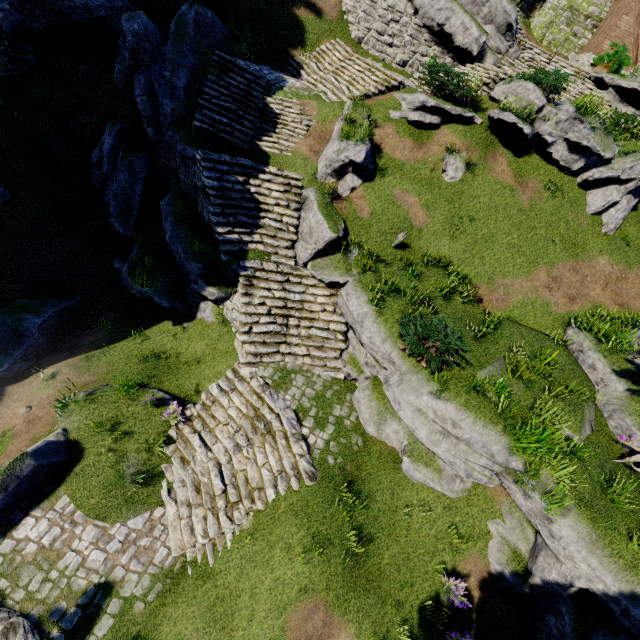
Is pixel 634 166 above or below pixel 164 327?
above

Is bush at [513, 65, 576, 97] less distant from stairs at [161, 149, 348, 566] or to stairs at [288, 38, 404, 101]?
stairs at [288, 38, 404, 101]

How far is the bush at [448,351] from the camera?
8.8m

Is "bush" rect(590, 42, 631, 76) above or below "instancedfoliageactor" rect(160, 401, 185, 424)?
above

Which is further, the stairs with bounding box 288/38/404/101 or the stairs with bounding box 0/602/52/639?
the stairs with bounding box 288/38/404/101

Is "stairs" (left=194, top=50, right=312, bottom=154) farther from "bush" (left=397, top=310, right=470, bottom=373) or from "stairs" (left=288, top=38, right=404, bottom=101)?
"bush" (left=397, top=310, right=470, bottom=373)

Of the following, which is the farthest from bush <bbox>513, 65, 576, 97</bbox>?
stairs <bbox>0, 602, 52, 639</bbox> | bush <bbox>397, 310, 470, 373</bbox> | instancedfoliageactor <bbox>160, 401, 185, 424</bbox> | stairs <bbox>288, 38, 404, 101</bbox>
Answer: stairs <bbox>0, 602, 52, 639</bbox>

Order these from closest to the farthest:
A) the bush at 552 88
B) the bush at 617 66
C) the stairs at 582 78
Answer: the bush at 552 88, the stairs at 582 78, the bush at 617 66
